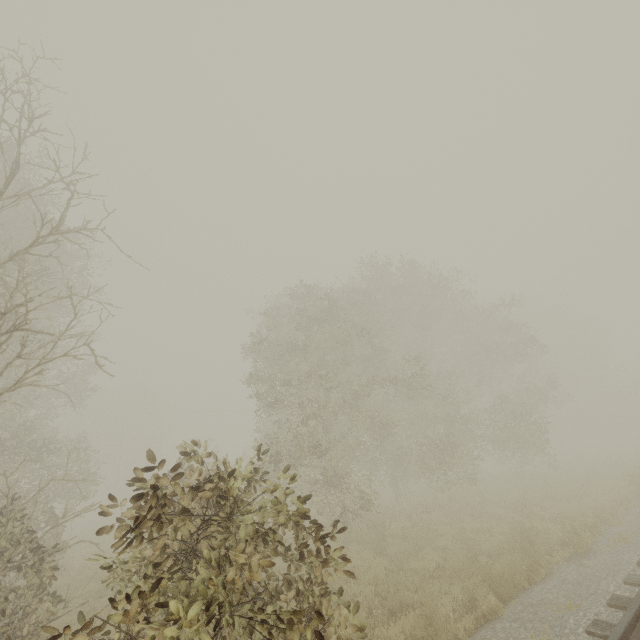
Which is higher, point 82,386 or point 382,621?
point 82,386
